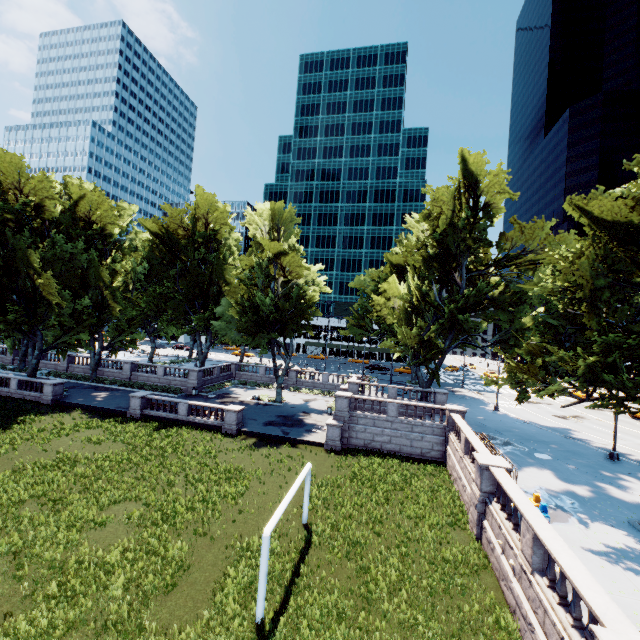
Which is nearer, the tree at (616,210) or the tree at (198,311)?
the tree at (616,210)

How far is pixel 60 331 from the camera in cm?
3619

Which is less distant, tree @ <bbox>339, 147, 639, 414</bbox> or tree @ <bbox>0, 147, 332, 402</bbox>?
tree @ <bbox>339, 147, 639, 414</bbox>
